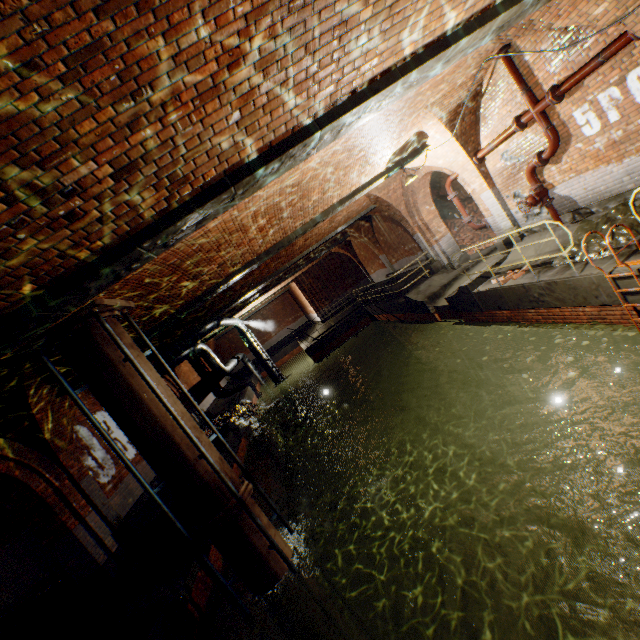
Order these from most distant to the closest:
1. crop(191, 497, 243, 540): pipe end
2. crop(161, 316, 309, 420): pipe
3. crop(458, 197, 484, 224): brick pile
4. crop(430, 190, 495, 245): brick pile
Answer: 1. crop(458, 197, 484, 224): brick pile
2. crop(430, 190, 495, 245): brick pile
3. crop(161, 316, 309, 420): pipe
4. crop(191, 497, 243, 540): pipe end

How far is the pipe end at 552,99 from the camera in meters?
6.7 m

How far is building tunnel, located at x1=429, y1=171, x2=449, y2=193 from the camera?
17.7 meters

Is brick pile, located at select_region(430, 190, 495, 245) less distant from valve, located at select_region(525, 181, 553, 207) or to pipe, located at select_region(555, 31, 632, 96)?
valve, located at select_region(525, 181, 553, 207)

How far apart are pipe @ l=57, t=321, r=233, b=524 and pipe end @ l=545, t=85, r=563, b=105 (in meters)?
9.72

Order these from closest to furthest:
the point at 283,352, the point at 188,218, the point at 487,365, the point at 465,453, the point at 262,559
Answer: the point at 188,218
the point at 262,559
the point at 465,453
the point at 487,365
the point at 283,352

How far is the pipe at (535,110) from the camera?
7.1 meters

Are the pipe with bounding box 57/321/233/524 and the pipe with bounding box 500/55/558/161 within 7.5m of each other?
no
